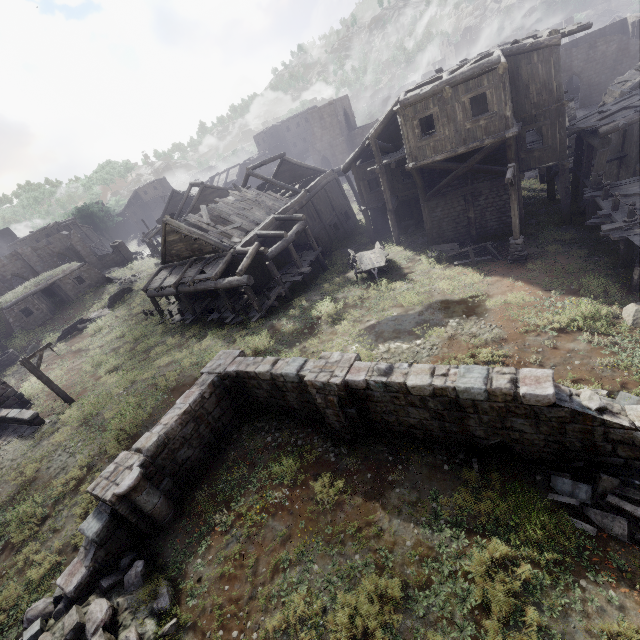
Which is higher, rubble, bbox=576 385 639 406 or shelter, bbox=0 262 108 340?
shelter, bbox=0 262 108 340

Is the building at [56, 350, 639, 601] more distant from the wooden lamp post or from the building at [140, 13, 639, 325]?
the wooden lamp post

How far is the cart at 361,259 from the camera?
19.2m

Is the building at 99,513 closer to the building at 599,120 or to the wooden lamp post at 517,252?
the building at 599,120

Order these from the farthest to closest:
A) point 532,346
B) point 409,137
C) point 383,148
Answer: point 383,148 < point 409,137 < point 532,346

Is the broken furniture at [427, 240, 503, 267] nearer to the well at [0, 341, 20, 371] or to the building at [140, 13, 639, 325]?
the building at [140, 13, 639, 325]

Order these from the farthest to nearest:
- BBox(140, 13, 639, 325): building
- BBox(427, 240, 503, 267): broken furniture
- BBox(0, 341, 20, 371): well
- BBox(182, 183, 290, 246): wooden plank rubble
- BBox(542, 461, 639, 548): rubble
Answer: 1. BBox(0, 341, 20, 371): well
2. BBox(182, 183, 290, 246): wooden plank rubble
3. BBox(427, 240, 503, 267): broken furniture
4. BBox(140, 13, 639, 325): building
5. BBox(542, 461, 639, 548): rubble

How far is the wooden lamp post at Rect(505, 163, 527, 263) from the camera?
14.1m
